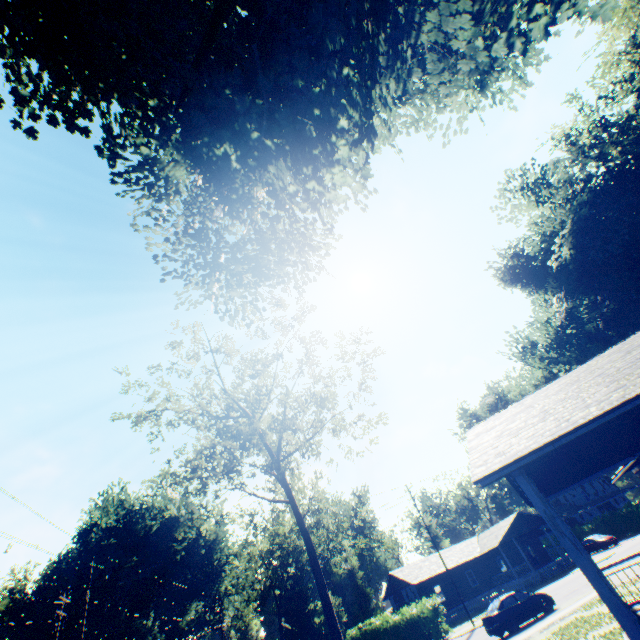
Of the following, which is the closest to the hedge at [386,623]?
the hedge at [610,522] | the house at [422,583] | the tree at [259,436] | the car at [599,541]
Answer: the house at [422,583]

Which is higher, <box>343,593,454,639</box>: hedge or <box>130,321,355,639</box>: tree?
<box>130,321,355,639</box>: tree

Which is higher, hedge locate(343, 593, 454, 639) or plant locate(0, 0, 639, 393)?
plant locate(0, 0, 639, 393)

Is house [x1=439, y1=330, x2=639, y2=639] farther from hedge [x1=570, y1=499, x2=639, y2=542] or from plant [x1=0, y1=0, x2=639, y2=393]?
hedge [x1=570, y1=499, x2=639, y2=542]

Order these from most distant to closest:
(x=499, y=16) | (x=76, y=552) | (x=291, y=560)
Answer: (x=291, y=560) → (x=76, y=552) → (x=499, y=16)

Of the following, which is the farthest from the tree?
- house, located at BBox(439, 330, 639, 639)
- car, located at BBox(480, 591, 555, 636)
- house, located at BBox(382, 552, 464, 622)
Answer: house, located at BBox(382, 552, 464, 622)

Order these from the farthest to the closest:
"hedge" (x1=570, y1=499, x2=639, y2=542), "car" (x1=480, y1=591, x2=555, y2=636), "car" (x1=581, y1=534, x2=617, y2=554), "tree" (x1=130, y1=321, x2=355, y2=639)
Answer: "hedge" (x1=570, y1=499, x2=639, y2=542), "car" (x1=581, y1=534, x2=617, y2=554), "car" (x1=480, y1=591, x2=555, y2=636), "tree" (x1=130, y1=321, x2=355, y2=639)

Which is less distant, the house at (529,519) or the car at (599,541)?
the house at (529,519)
